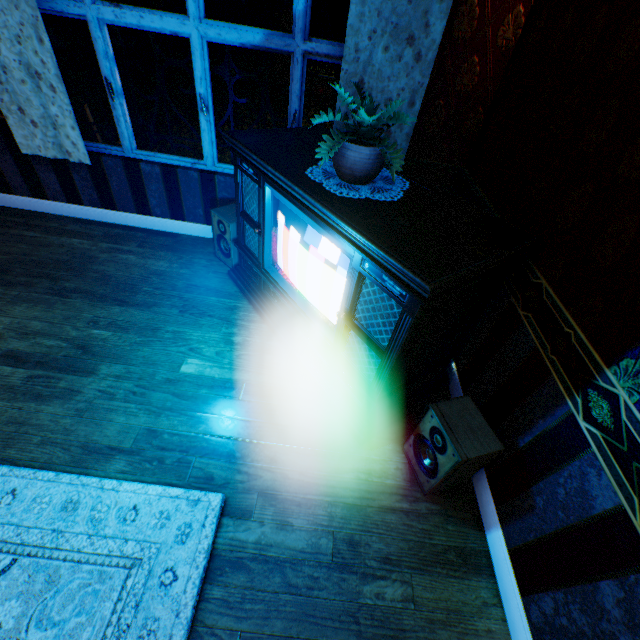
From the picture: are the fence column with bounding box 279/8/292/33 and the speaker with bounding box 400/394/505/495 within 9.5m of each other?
no

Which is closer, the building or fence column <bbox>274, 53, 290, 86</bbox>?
the building

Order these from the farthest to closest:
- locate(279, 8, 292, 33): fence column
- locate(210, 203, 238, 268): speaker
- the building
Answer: locate(279, 8, 292, 33): fence column → locate(210, 203, 238, 268): speaker → the building

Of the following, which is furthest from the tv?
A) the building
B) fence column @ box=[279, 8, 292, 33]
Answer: fence column @ box=[279, 8, 292, 33]

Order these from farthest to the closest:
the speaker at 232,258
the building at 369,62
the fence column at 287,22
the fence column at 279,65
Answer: the fence column at 279,65 → the fence column at 287,22 → the speaker at 232,258 → the building at 369,62

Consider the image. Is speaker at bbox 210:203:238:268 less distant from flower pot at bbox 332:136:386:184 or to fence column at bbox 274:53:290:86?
flower pot at bbox 332:136:386:184

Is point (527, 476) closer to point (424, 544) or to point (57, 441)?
point (424, 544)

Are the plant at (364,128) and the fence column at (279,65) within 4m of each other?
no
